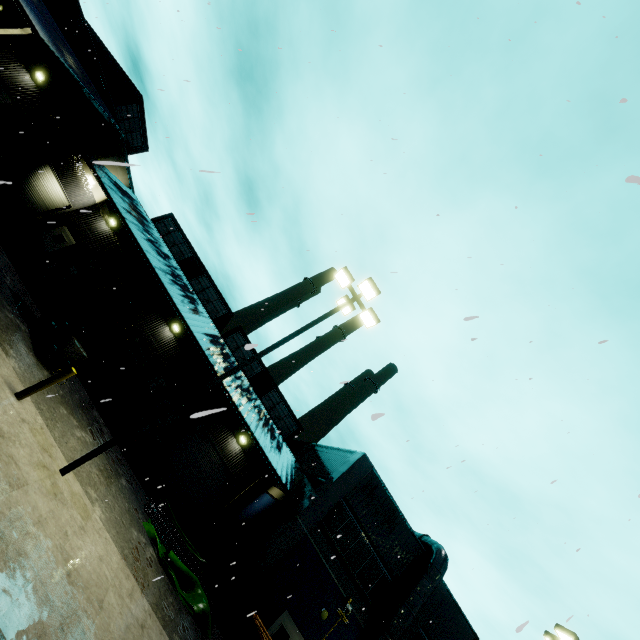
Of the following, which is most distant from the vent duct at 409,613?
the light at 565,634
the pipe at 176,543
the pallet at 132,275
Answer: the pallet at 132,275

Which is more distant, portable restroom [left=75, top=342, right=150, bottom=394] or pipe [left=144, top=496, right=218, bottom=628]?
portable restroom [left=75, top=342, right=150, bottom=394]

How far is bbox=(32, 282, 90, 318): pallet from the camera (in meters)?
16.73

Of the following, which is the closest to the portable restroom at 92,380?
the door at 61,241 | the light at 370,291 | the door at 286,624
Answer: the light at 370,291

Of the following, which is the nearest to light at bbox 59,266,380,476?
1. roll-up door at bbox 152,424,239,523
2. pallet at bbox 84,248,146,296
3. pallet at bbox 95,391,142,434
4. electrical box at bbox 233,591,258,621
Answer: pallet at bbox 84,248,146,296

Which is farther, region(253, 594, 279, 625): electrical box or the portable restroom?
the portable restroom

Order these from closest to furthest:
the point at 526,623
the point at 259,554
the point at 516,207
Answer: the point at 526,623
the point at 516,207
the point at 259,554

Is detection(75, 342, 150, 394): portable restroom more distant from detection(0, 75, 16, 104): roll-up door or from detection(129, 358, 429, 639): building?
detection(0, 75, 16, 104): roll-up door
